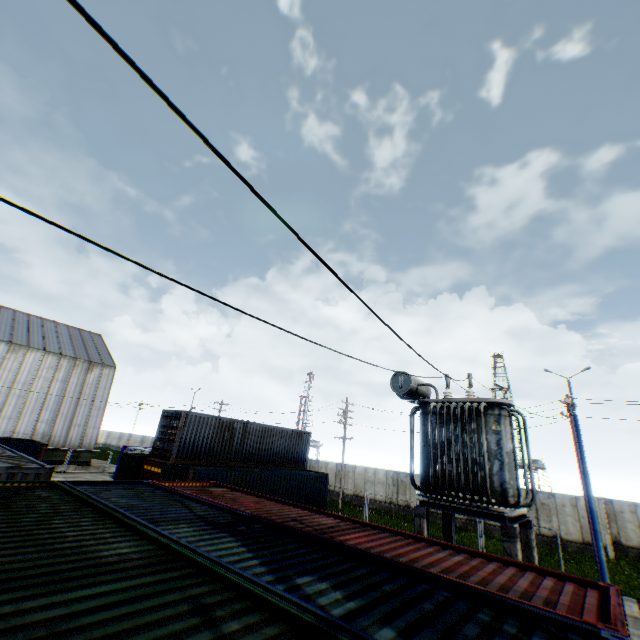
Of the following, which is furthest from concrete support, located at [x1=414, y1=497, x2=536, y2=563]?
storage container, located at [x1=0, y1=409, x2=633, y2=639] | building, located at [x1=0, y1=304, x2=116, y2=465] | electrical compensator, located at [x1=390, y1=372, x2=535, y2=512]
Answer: building, located at [x1=0, y1=304, x2=116, y2=465]

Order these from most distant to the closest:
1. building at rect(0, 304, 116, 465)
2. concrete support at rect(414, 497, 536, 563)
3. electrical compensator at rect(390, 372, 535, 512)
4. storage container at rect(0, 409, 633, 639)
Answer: building at rect(0, 304, 116, 465)
electrical compensator at rect(390, 372, 535, 512)
concrete support at rect(414, 497, 536, 563)
storage container at rect(0, 409, 633, 639)

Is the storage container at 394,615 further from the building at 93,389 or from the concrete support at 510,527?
the building at 93,389

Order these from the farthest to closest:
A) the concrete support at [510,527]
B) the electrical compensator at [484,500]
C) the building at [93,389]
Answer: the building at [93,389] → the electrical compensator at [484,500] → the concrete support at [510,527]

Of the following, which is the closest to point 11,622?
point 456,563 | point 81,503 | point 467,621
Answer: point 467,621

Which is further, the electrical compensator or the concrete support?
the electrical compensator

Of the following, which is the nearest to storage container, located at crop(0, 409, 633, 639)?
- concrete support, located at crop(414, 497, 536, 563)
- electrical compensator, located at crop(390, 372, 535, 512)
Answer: concrete support, located at crop(414, 497, 536, 563)

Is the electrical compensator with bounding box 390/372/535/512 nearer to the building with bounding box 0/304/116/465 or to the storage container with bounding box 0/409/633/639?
the storage container with bounding box 0/409/633/639
